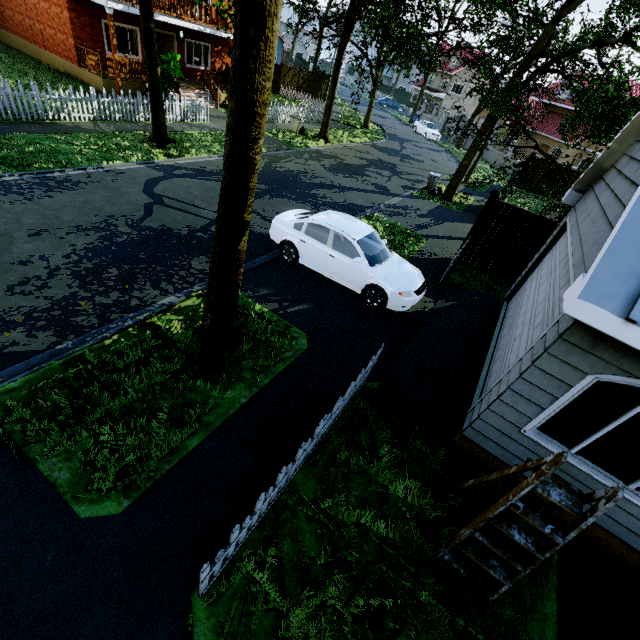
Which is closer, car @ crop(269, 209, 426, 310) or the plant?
car @ crop(269, 209, 426, 310)

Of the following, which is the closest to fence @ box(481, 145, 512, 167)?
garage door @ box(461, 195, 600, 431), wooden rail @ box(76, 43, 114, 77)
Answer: garage door @ box(461, 195, 600, 431)

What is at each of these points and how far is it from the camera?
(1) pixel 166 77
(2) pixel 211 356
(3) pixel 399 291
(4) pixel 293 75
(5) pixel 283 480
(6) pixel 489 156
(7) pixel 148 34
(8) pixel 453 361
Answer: (1) plant, 16.4m
(2) tree, 5.7m
(3) car, 7.7m
(4) fence, 30.8m
(5) fence, 3.9m
(6) fence, 33.6m
(7) tree, 11.2m
(8) garage entrance, 6.7m

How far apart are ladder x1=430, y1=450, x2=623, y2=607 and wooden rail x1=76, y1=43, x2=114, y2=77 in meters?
22.2 m

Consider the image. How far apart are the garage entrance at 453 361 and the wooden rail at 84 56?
19.24m

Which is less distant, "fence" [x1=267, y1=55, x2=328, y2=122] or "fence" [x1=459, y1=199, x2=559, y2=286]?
"fence" [x1=459, y1=199, x2=559, y2=286]

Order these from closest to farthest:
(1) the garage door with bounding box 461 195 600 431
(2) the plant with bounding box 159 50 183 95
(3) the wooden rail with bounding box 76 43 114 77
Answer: (1) the garage door with bounding box 461 195 600 431
(3) the wooden rail with bounding box 76 43 114 77
(2) the plant with bounding box 159 50 183 95

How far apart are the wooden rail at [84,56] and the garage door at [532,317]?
20.71m
